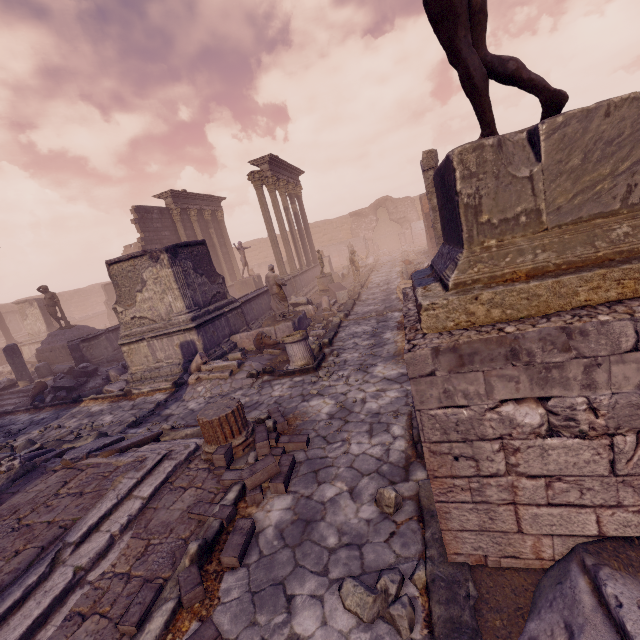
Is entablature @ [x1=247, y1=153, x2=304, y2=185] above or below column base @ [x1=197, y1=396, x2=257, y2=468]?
above

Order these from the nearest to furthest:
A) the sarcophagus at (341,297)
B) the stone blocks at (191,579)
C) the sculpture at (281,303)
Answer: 1. the stone blocks at (191,579)
2. the sculpture at (281,303)
3. the sarcophagus at (341,297)

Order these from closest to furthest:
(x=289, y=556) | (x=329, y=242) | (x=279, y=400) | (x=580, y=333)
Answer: (x=580, y=333) → (x=289, y=556) → (x=279, y=400) → (x=329, y=242)

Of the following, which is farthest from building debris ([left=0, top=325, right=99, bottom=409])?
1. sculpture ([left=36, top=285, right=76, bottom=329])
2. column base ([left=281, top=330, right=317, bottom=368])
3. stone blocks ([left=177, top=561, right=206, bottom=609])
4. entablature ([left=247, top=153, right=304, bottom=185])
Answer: stone blocks ([left=177, top=561, right=206, bottom=609])

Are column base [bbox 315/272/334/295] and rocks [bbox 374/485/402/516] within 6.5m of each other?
no

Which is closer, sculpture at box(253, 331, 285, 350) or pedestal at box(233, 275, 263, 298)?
sculpture at box(253, 331, 285, 350)

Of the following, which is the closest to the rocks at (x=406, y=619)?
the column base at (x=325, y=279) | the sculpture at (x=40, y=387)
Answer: the sculpture at (x=40, y=387)

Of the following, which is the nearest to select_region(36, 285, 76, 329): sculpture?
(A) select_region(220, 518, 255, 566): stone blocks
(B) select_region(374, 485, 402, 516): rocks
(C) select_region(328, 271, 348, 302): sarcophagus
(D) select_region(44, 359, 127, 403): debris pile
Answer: (D) select_region(44, 359, 127, 403): debris pile
